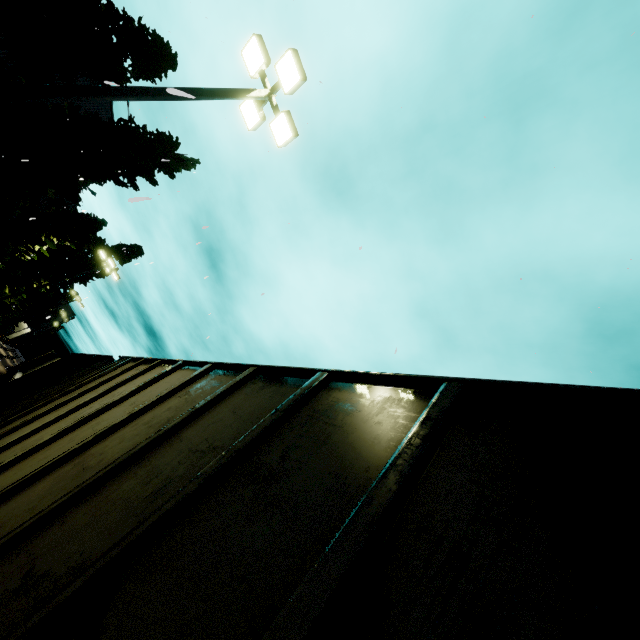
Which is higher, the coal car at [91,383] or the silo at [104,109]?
the silo at [104,109]

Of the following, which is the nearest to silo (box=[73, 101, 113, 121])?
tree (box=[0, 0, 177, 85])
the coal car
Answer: tree (box=[0, 0, 177, 85])

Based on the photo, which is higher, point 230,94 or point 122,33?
point 122,33

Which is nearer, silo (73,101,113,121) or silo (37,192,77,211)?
silo (73,101,113,121)

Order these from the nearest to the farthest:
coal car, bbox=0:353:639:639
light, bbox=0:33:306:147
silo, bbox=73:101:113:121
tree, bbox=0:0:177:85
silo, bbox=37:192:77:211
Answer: coal car, bbox=0:353:639:639, light, bbox=0:33:306:147, tree, bbox=0:0:177:85, silo, bbox=73:101:113:121, silo, bbox=37:192:77:211

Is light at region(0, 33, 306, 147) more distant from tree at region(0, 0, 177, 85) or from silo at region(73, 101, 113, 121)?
tree at region(0, 0, 177, 85)

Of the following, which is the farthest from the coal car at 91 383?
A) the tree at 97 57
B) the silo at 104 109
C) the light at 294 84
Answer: the light at 294 84

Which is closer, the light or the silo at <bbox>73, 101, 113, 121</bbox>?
the light
